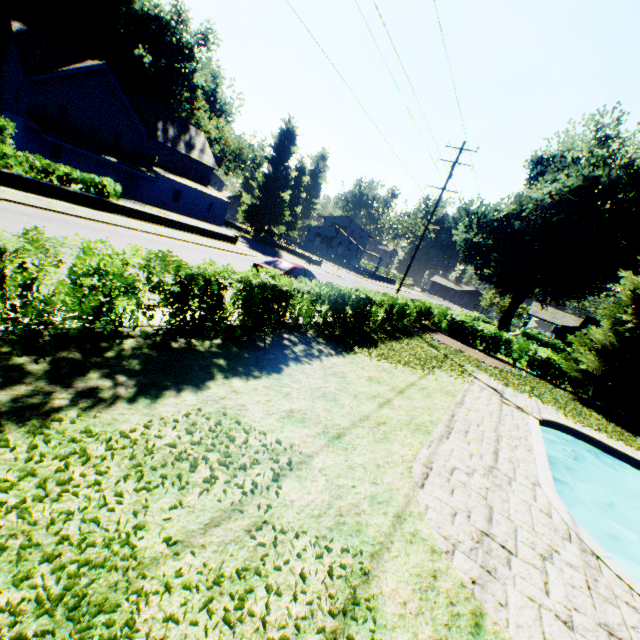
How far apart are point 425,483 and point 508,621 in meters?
2.0

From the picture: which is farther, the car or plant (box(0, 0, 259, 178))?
plant (box(0, 0, 259, 178))

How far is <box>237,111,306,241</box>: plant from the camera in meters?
40.5

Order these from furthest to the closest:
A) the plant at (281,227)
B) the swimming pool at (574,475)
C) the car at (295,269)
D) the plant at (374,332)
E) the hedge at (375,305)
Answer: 1. the plant at (281,227)
2. the car at (295,269)
3. the plant at (374,332)
4. the swimming pool at (574,475)
5. the hedge at (375,305)

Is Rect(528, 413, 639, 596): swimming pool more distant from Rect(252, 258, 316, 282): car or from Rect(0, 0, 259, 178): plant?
Rect(252, 258, 316, 282): car

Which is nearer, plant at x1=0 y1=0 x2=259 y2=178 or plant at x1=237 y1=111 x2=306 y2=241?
plant at x1=0 y1=0 x2=259 y2=178

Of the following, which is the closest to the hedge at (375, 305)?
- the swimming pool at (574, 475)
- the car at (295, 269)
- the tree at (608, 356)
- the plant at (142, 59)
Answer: the tree at (608, 356)

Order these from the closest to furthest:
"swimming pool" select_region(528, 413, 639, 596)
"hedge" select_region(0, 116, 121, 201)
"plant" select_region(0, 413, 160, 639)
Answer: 1. "plant" select_region(0, 413, 160, 639)
2. "swimming pool" select_region(528, 413, 639, 596)
3. "hedge" select_region(0, 116, 121, 201)
